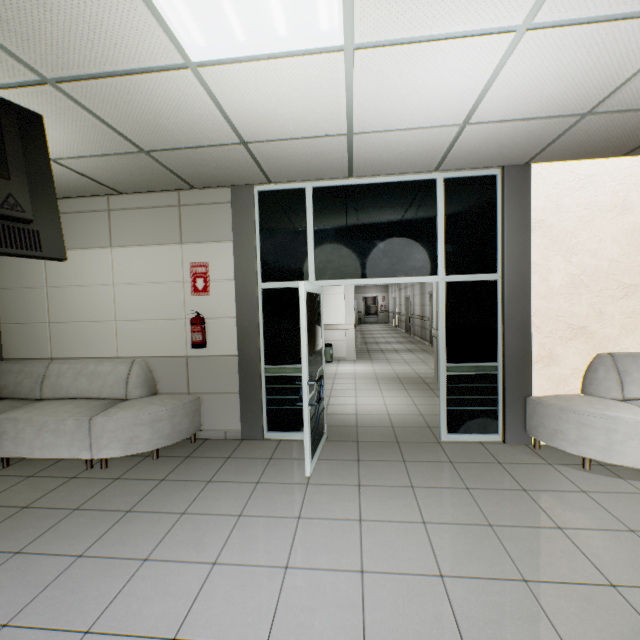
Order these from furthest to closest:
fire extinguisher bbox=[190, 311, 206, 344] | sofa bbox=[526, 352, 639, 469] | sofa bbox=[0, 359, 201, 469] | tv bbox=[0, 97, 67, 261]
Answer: fire extinguisher bbox=[190, 311, 206, 344]
sofa bbox=[0, 359, 201, 469]
sofa bbox=[526, 352, 639, 469]
tv bbox=[0, 97, 67, 261]

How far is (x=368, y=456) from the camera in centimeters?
366cm

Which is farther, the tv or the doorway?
the doorway

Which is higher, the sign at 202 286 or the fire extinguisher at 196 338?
the sign at 202 286

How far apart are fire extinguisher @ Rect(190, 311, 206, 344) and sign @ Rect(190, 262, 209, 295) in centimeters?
27cm

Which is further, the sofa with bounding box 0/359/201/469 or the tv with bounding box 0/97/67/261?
the sofa with bounding box 0/359/201/469

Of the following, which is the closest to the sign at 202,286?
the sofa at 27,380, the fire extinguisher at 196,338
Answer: the fire extinguisher at 196,338

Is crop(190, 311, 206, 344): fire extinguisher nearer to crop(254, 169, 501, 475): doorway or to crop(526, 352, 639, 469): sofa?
crop(254, 169, 501, 475): doorway
